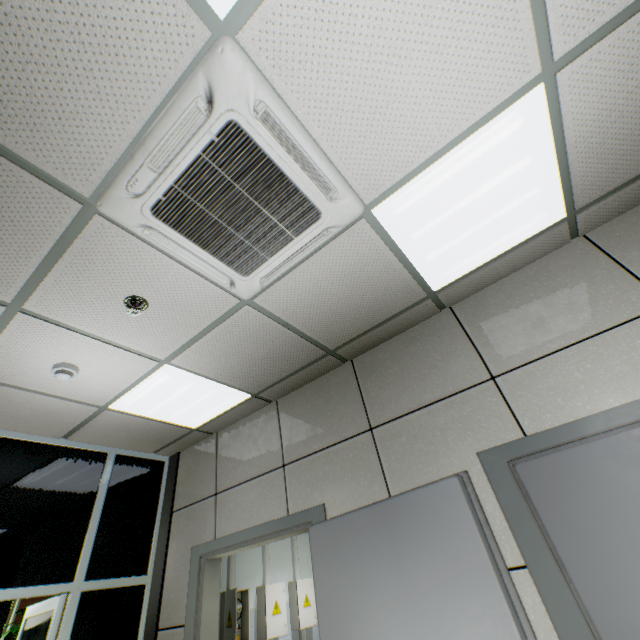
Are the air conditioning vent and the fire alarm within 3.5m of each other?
yes

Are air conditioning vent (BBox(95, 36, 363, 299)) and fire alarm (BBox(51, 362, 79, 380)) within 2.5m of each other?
yes

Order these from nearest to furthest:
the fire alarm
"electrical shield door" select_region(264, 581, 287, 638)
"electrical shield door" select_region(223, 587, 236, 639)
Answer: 1. the fire alarm
2. "electrical shield door" select_region(223, 587, 236, 639)
3. "electrical shield door" select_region(264, 581, 287, 638)

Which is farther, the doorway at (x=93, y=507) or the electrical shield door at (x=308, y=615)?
the electrical shield door at (x=308, y=615)

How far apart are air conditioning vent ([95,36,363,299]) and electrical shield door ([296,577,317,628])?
4.4 meters

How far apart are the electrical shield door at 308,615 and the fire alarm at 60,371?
4.1 meters

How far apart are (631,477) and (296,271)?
2.10m

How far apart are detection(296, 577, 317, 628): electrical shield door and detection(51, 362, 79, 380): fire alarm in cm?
408
